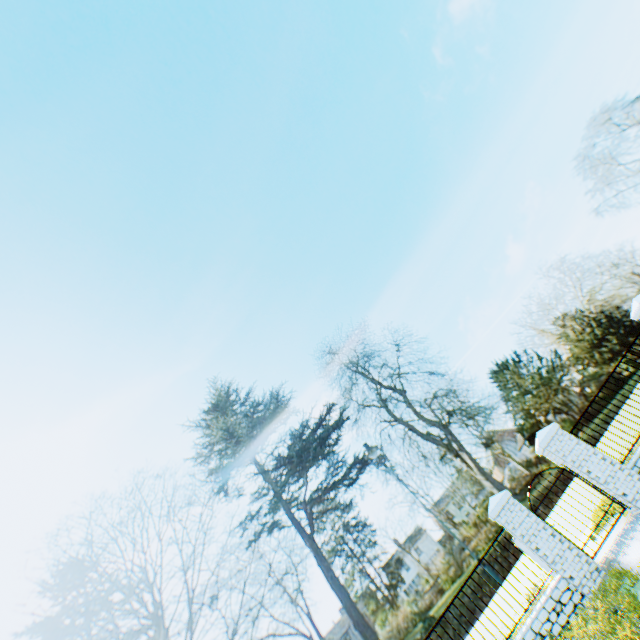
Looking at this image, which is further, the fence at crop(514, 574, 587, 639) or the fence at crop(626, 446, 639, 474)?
the fence at crop(626, 446, 639, 474)

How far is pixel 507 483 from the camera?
Result: 54.8m

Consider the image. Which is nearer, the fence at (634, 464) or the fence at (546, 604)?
the fence at (546, 604)
